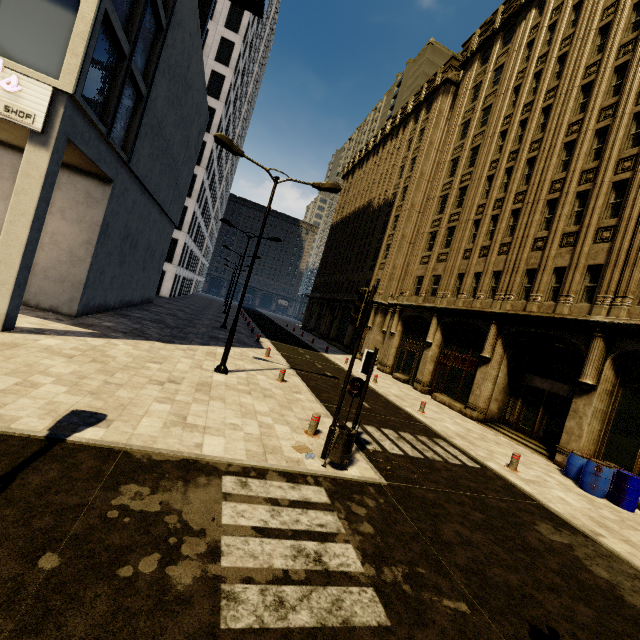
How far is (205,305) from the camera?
43.81m

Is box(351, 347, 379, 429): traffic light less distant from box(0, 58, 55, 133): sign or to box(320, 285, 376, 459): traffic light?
box(320, 285, 376, 459): traffic light

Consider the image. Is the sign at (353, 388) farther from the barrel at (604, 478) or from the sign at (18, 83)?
the sign at (18, 83)

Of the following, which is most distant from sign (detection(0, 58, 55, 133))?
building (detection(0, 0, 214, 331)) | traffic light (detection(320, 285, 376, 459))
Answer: traffic light (detection(320, 285, 376, 459))

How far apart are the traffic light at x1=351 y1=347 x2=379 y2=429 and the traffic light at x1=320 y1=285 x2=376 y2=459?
0.4 meters

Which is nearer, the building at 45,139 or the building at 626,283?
the building at 45,139

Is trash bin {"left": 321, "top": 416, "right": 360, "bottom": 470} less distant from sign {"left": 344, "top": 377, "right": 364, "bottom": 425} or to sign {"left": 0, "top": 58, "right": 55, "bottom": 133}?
sign {"left": 344, "top": 377, "right": 364, "bottom": 425}

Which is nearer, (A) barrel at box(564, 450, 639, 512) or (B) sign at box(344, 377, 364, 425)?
(B) sign at box(344, 377, 364, 425)
